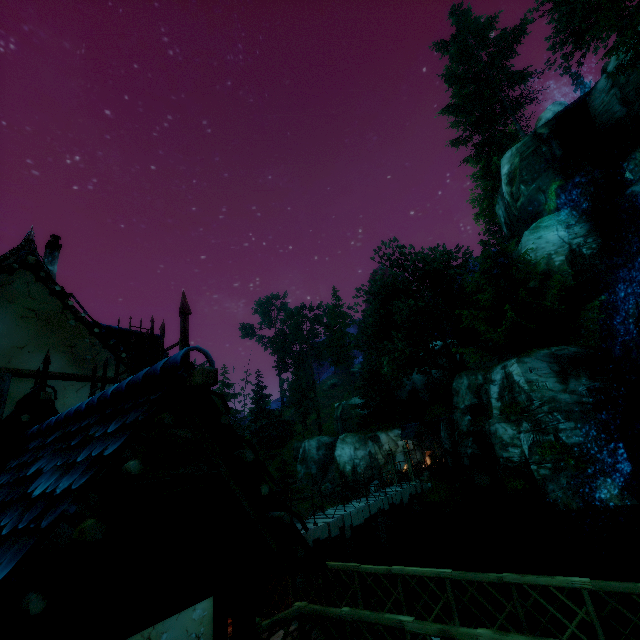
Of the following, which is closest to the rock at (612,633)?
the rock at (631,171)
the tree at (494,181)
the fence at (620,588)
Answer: the fence at (620,588)

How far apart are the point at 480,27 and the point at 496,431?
44.2m

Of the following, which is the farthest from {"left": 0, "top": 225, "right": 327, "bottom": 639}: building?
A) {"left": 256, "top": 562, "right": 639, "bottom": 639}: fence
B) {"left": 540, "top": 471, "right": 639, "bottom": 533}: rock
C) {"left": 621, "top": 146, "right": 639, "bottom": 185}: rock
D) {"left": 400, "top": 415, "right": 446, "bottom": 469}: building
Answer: {"left": 621, "top": 146, "right": 639, "bottom": 185}: rock

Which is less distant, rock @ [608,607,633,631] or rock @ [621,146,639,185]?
rock @ [608,607,633,631]

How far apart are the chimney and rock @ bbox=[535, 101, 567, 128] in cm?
3783

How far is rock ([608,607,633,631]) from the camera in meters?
11.6

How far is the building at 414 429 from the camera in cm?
3147
